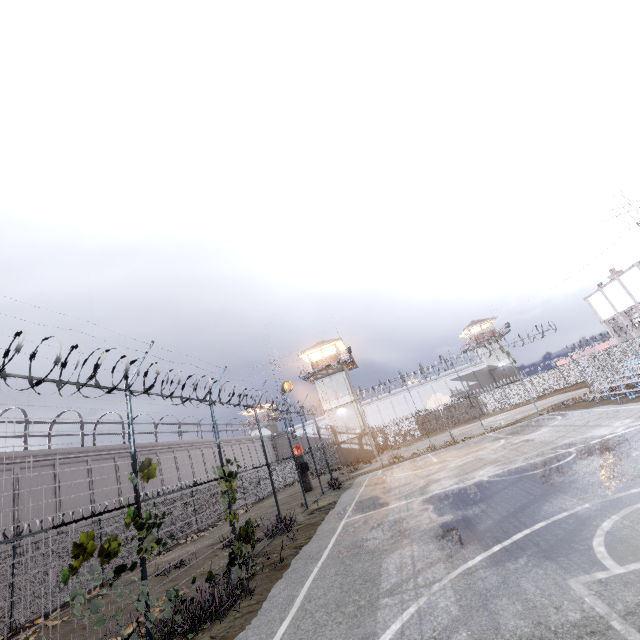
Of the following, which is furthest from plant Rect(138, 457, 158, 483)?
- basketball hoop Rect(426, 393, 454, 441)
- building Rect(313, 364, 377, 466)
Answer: building Rect(313, 364, 377, 466)

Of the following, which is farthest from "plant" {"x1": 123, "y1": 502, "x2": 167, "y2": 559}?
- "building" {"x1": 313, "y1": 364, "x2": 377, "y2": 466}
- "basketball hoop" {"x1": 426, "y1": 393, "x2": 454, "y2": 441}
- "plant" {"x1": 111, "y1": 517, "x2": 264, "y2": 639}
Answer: "building" {"x1": 313, "y1": 364, "x2": 377, "y2": 466}

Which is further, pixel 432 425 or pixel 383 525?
pixel 432 425

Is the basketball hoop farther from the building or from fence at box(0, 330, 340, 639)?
the building

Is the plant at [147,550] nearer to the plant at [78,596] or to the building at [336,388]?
the plant at [78,596]

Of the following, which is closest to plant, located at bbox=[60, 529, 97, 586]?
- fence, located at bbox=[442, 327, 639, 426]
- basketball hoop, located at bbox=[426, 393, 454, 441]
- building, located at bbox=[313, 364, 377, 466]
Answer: fence, located at bbox=[442, 327, 639, 426]

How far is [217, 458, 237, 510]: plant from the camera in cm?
1052

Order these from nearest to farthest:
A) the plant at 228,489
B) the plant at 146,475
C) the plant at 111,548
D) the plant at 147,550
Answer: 1. the plant at 111,548
2. the plant at 147,550
3. the plant at 146,475
4. the plant at 228,489
